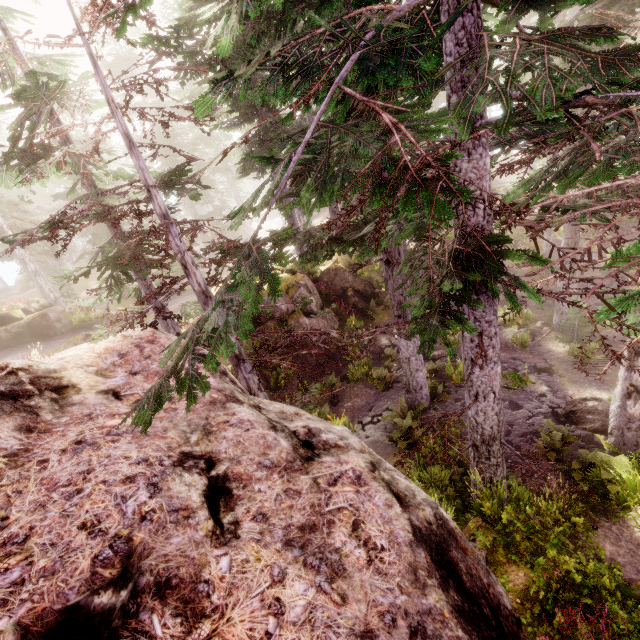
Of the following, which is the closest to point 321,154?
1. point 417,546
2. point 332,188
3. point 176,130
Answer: point 332,188

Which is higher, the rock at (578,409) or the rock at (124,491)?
the rock at (124,491)

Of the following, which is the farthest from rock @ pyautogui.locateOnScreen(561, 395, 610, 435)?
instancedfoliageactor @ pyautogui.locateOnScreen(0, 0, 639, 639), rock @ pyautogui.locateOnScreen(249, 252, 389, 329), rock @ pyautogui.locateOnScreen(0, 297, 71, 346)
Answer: rock @ pyautogui.locateOnScreen(0, 297, 71, 346)

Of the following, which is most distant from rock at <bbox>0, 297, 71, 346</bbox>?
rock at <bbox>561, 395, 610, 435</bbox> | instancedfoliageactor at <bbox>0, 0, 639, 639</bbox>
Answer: rock at <bbox>561, 395, 610, 435</bbox>

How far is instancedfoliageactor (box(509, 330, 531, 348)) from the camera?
16.2 meters

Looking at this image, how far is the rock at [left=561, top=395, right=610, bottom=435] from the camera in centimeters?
1088cm

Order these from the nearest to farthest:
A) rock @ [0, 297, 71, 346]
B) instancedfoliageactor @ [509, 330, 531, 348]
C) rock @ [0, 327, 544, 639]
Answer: rock @ [0, 327, 544, 639] < instancedfoliageactor @ [509, 330, 531, 348] < rock @ [0, 297, 71, 346]

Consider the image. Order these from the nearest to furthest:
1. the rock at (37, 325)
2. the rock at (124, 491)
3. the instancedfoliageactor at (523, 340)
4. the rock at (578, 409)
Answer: the rock at (124, 491) → the rock at (578, 409) → the instancedfoliageactor at (523, 340) → the rock at (37, 325)
